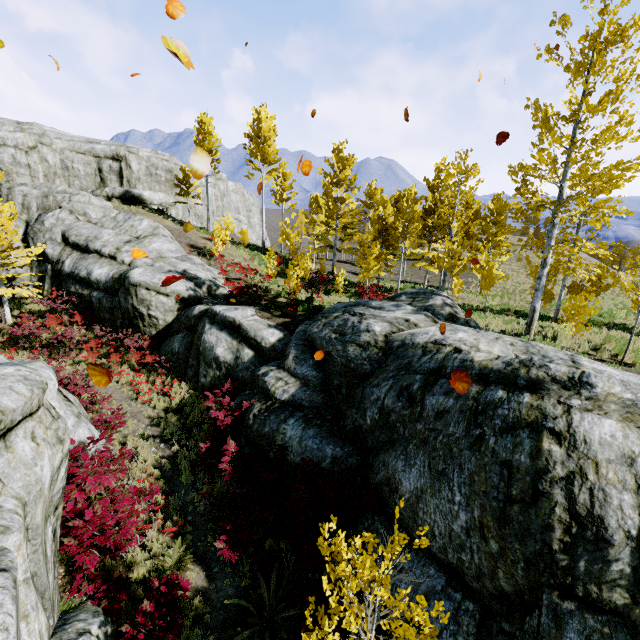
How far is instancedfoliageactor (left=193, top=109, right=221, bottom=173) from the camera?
25.58m

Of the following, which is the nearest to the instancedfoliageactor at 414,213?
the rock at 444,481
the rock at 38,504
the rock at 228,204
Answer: the rock at 38,504

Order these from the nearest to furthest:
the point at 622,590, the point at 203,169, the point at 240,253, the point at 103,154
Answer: the point at 203,169 → the point at 622,590 → the point at 240,253 → the point at 103,154

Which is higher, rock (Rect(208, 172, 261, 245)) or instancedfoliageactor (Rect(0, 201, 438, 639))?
rock (Rect(208, 172, 261, 245))

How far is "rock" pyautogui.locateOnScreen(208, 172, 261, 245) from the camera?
42.2 meters

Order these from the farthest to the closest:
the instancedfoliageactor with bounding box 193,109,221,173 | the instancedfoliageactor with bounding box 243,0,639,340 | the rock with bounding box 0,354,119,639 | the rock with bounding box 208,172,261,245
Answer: the rock with bounding box 208,172,261,245
the instancedfoliageactor with bounding box 193,109,221,173
the instancedfoliageactor with bounding box 243,0,639,340
the rock with bounding box 0,354,119,639

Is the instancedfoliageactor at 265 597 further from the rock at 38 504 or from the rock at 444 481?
the rock at 444 481
